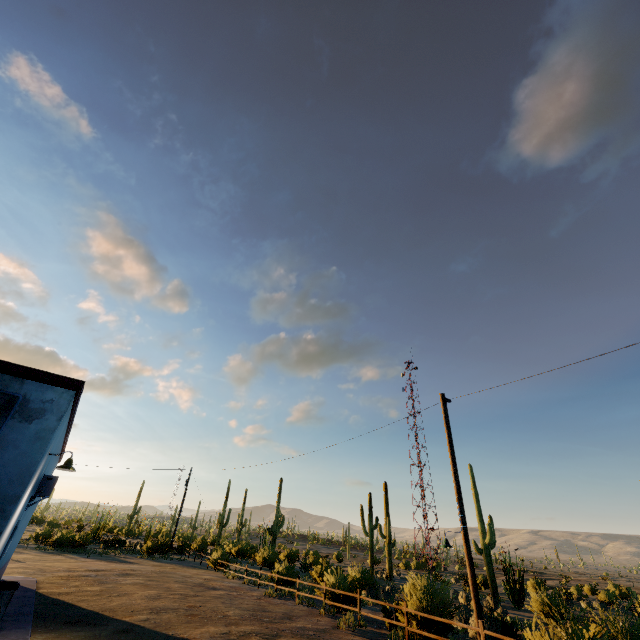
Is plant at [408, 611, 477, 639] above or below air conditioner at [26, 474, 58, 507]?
below

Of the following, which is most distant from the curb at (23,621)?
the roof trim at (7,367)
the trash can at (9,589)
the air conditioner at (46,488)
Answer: the roof trim at (7,367)

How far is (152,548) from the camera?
32.7m

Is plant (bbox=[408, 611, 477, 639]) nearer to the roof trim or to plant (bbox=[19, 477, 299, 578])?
the roof trim

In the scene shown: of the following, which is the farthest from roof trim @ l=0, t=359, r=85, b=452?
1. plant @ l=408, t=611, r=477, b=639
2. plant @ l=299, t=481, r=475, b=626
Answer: plant @ l=299, t=481, r=475, b=626

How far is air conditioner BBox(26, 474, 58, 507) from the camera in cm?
925

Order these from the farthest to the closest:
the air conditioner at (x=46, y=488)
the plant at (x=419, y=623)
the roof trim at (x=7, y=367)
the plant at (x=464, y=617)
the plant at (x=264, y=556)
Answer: the plant at (x=264, y=556), the plant at (x=464, y=617), the plant at (x=419, y=623), the air conditioner at (x=46, y=488), the roof trim at (x=7, y=367)

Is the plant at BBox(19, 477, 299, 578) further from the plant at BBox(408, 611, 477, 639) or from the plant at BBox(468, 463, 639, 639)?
the plant at BBox(408, 611, 477, 639)
